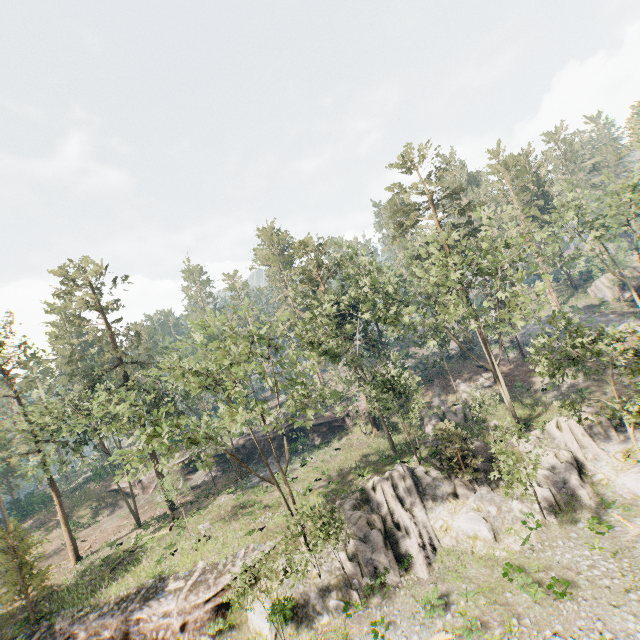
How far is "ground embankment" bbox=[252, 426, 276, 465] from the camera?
43.43m

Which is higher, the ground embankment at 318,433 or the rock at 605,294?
the rock at 605,294

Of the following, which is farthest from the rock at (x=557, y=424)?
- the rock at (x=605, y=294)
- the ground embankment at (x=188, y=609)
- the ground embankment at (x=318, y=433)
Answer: the rock at (x=605, y=294)

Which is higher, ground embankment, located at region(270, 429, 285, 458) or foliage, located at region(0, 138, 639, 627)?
foliage, located at region(0, 138, 639, 627)

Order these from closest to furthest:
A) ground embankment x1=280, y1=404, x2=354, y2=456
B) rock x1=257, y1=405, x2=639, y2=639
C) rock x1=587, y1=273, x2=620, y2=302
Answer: rock x1=257, y1=405, x2=639, y2=639 → ground embankment x1=280, y1=404, x2=354, y2=456 → rock x1=587, y1=273, x2=620, y2=302

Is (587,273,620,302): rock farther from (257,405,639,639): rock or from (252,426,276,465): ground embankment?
(252,426,276,465): ground embankment

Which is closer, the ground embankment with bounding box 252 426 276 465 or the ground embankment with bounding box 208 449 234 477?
the ground embankment with bounding box 252 426 276 465

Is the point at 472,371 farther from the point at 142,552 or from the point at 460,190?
the point at 142,552
